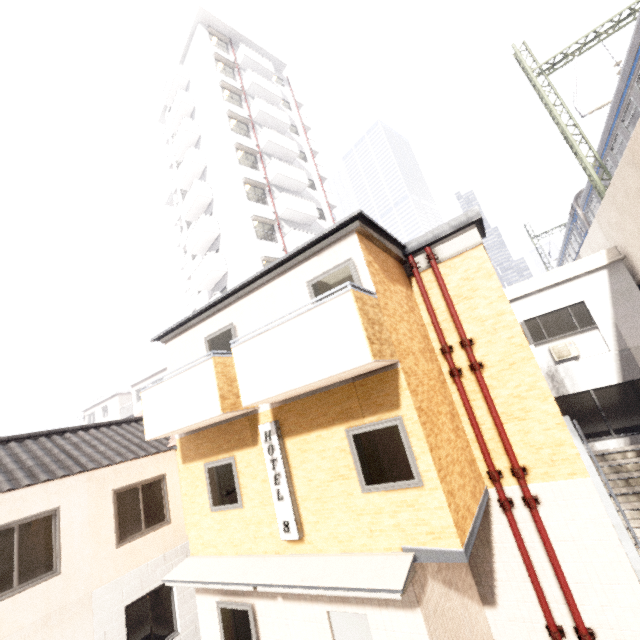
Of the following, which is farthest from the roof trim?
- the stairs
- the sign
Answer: the sign

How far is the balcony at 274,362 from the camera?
5.2m

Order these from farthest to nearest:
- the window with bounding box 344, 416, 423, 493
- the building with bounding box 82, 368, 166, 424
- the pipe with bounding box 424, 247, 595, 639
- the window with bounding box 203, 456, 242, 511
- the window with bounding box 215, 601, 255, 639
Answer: the building with bounding box 82, 368, 166, 424 → the window with bounding box 203, 456, 242, 511 → the window with bounding box 215, 601, 255, 639 → the pipe with bounding box 424, 247, 595, 639 → the window with bounding box 344, 416, 423, 493

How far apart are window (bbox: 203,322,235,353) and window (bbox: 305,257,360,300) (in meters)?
2.30

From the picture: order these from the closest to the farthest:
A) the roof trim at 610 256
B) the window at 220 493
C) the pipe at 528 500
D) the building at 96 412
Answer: the pipe at 528 500
the window at 220 493
the roof trim at 610 256
the building at 96 412

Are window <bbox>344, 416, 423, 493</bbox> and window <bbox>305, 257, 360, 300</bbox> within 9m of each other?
yes

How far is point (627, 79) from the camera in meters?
9.2

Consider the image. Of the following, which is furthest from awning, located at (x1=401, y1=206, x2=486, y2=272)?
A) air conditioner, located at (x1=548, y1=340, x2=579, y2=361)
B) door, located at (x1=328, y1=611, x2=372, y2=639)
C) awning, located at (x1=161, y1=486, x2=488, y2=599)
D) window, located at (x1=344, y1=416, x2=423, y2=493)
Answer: door, located at (x1=328, y1=611, x2=372, y2=639)
